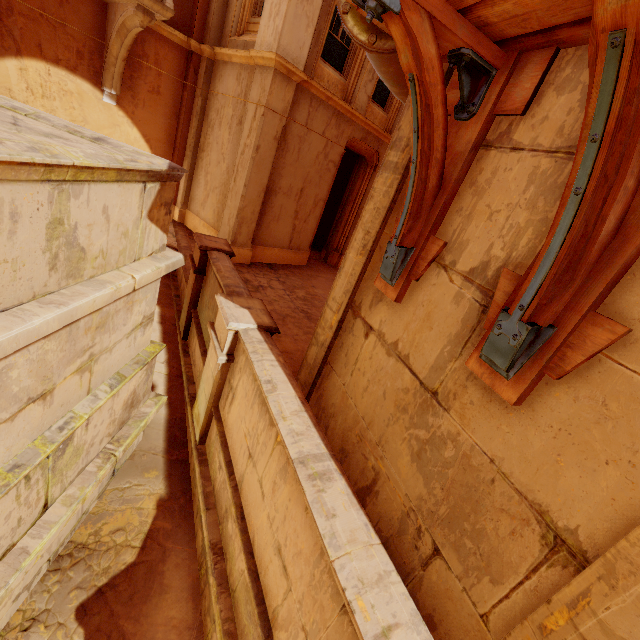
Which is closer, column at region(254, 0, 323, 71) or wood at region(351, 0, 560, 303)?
wood at region(351, 0, 560, 303)

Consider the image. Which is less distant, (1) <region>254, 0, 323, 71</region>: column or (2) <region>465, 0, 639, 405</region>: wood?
(2) <region>465, 0, 639, 405</region>: wood

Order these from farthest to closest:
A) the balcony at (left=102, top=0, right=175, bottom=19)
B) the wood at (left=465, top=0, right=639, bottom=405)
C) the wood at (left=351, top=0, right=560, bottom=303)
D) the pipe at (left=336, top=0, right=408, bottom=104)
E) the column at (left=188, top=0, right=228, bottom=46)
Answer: the column at (left=188, top=0, right=228, bottom=46) < the balcony at (left=102, top=0, right=175, bottom=19) < the pipe at (left=336, top=0, right=408, bottom=104) < the wood at (left=351, top=0, right=560, bottom=303) < the wood at (left=465, top=0, right=639, bottom=405)

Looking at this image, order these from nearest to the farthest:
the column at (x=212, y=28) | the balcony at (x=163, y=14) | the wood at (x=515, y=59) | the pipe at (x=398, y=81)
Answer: the wood at (x=515, y=59) < the pipe at (x=398, y=81) < the balcony at (x=163, y=14) < the column at (x=212, y=28)

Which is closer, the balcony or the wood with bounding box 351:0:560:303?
the wood with bounding box 351:0:560:303

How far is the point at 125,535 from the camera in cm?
379

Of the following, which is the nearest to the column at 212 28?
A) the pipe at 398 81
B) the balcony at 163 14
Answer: the balcony at 163 14

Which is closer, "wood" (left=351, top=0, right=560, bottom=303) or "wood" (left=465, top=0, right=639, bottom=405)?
"wood" (left=465, top=0, right=639, bottom=405)
